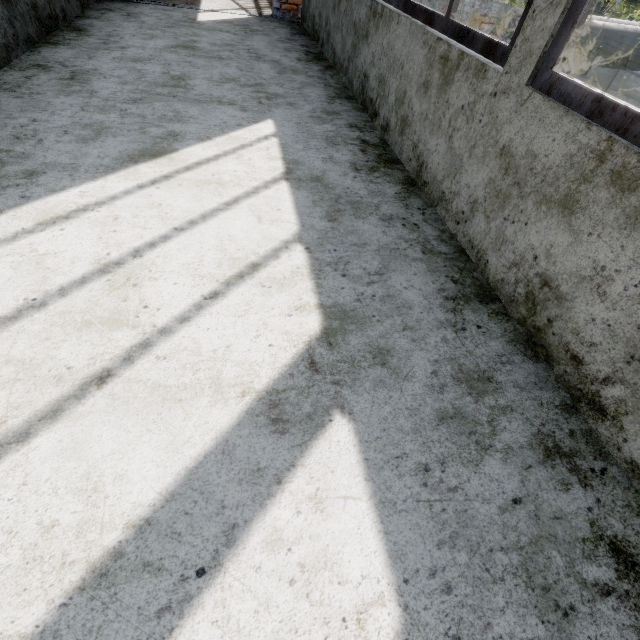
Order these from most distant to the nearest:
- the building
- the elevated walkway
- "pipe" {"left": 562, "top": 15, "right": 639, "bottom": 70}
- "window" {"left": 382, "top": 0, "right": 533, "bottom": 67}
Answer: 1. the elevated walkway
2. "pipe" {"left": 562, "top": 15, "right": 639, "bottom": 70}
3. "window" {"left": 382, "top": 0, "right": 533, "bottom": 67}
4. the building

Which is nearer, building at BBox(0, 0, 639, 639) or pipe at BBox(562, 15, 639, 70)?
building at BBox(0, 0, 639, 639)

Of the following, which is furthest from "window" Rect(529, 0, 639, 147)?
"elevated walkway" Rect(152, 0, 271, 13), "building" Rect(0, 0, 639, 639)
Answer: "elevated walkway" Rect(152, 0, 271, 13)

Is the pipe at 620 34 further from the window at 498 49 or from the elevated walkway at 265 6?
the window at 498 49

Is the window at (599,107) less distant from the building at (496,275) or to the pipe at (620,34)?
the building at (496,275)

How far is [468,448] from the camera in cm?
119

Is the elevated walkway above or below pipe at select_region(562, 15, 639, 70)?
below

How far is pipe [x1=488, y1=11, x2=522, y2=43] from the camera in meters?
5.8
